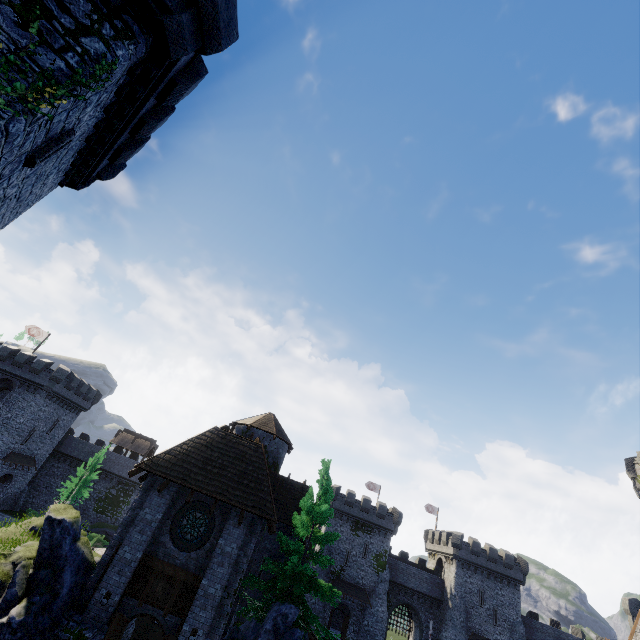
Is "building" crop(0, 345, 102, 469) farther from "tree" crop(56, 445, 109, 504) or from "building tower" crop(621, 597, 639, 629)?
"building tower" crop(621, 597, 639, 629)

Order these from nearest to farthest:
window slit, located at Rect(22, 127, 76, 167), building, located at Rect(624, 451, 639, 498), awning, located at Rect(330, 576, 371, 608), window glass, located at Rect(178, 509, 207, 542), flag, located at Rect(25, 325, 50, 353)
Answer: window slit, located at Rect(22, 127, 76, 167) < window glass, located at Rect(178, 509, 207, 542) < building, located at Rect(624, 451, 639, 498) < awning, located at Rect(330, 576, 371, 608) < flag, located at Rect(25, 325, 50, 353)

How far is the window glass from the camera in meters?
14.8 m

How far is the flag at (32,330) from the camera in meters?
43.5 m

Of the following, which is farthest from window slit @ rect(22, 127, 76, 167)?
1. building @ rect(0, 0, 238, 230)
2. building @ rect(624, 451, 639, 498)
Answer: building @ rect(624, 451, 639, 498)

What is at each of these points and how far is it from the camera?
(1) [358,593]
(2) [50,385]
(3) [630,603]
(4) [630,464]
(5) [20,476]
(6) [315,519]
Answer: (1) awning, 43.41m
(2) building, 41.50m
(3) building tower, 44.25m
(4) building, 34.72m
(5) building, 42.38m
(6) tree, 17.83m

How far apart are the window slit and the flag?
46.9m

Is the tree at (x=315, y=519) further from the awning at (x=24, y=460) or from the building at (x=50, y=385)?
the awning at (x=24, y=460)
